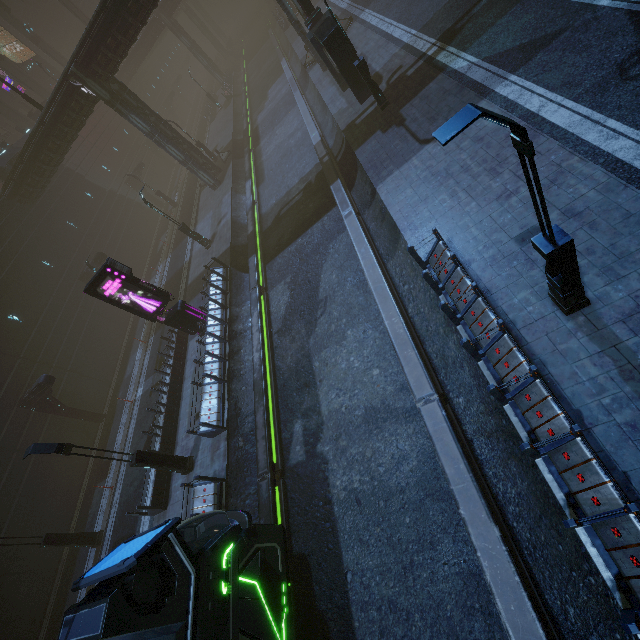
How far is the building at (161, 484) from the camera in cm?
1347

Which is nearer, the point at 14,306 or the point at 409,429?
the point at 409,429

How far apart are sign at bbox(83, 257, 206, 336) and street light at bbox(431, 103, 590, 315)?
14.8m

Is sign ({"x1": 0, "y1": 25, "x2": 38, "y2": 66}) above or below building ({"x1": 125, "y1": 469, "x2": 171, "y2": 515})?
above

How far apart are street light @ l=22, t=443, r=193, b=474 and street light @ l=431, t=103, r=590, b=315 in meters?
14.0

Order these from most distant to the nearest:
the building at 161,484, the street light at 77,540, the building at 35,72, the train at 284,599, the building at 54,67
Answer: the building at 54,67, the building at 35,72, the street light at 77,540, the building at 161,484, the train at 284,599

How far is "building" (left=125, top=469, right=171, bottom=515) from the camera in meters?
13.5

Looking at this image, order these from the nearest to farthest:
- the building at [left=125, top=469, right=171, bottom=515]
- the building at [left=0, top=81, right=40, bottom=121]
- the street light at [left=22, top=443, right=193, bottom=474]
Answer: the street light at [left=22, top=443, right=193, bottom=474], the building at [left=125, top=469, right=171, bottom=515], the building at [left=0, top=81, right=40, bottom=121]
